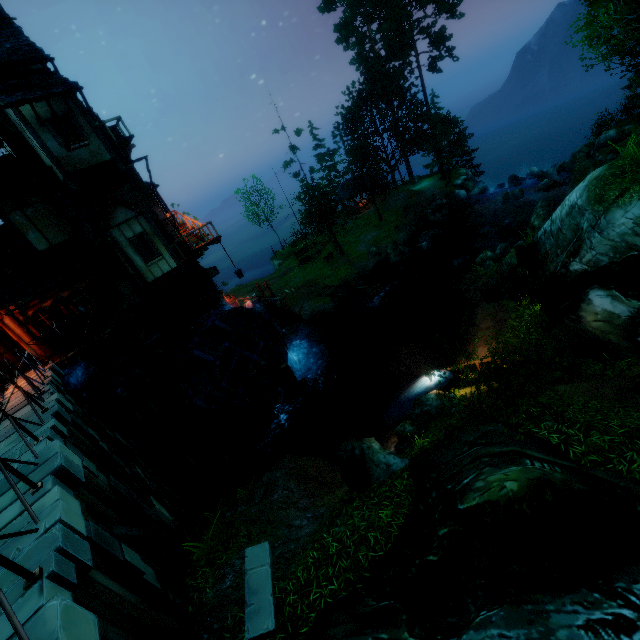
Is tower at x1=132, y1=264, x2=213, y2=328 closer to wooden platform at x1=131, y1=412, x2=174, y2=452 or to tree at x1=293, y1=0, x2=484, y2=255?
wooden platform at x1=131, y1=412, x2=174, y2=452

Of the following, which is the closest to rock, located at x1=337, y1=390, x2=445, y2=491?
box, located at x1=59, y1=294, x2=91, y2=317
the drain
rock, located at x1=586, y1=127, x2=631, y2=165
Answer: the drain

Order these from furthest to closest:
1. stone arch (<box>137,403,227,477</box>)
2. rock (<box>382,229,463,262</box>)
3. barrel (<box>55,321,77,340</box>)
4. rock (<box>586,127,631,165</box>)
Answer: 1. rock (<box>382,229,463,262</box>)
2. rock (<box>586,127,631,165</box>)
3. stone arch (<box>137,403,227,477</box>)
4. barrel (<box>55,321,77,340</box>)

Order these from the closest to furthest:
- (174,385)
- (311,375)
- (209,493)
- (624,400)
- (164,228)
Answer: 1. (624,400)
2. (209,493)
3. (164,228)
4. (174,385)
5. (311,375)

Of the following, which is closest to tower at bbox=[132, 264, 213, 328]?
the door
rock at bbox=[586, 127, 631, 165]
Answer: the door

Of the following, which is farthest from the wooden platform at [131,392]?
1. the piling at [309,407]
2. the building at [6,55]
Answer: the piling at [309,407]

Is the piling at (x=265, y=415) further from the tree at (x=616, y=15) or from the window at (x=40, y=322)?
the tree at (x=616, y=15)

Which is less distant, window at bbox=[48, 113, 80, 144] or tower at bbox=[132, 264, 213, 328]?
window at bbox=[48, 113, 80, 144]
